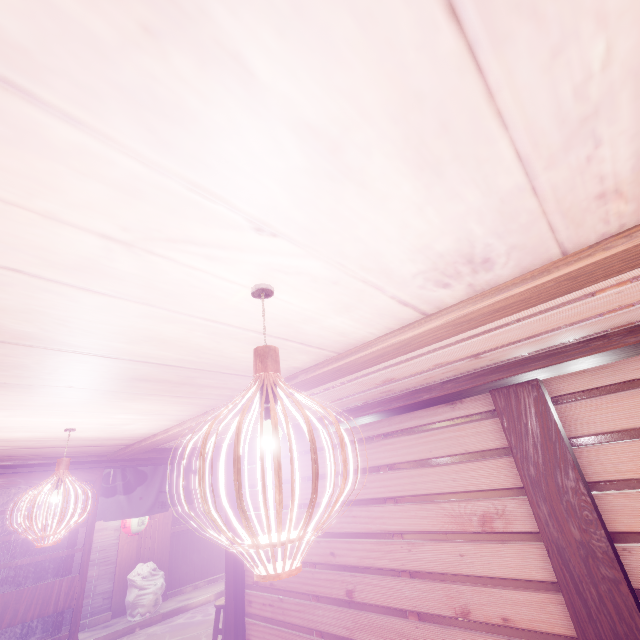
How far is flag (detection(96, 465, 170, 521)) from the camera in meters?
8.2 m

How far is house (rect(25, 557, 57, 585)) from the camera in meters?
12.3 m

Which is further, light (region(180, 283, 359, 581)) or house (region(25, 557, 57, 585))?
house (region(25, 557, 57, 585))

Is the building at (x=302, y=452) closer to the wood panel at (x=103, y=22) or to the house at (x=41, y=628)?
the wood panel at (x=103, y=22)

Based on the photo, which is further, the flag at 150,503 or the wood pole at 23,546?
the wood pole at 23,546

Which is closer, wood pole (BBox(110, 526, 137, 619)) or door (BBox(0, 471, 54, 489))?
door (BBox(0, 471, 54, 489))

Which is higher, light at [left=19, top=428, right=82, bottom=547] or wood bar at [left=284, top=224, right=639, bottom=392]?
wood bar at [left=284, top=224, right=639, bottom=392]

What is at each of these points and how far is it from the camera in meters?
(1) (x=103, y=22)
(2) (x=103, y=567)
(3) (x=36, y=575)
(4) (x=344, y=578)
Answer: (1) wood panel, 0.8
(2) house, 13.9
(3) house, 12.5
(4) building, 6.8
